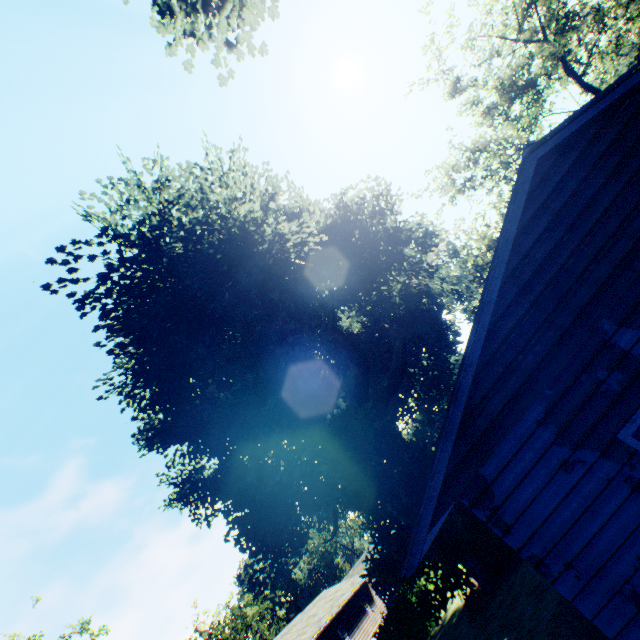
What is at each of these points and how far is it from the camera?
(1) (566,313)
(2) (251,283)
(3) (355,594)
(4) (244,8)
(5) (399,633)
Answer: (1) house, 4.88m
(2) plant, 12.18m
(3) house, 31.23m
(4) plant, 6.78m
(5) hedge, 16.52m

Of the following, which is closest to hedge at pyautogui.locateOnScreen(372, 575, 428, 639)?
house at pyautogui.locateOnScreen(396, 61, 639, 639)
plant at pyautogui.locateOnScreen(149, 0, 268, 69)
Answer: plant at pyautogui.locateOnScreen(149, 0, 268, 69)

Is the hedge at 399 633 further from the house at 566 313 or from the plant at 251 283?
the house at 566 313

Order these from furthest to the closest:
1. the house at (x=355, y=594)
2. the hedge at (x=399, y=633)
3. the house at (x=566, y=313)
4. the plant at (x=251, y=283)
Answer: the house at (x=355, y=594)
the hedge at (x=399, y=633)
the plant at (x=251, y=283)
the house at (x=566, y=313)

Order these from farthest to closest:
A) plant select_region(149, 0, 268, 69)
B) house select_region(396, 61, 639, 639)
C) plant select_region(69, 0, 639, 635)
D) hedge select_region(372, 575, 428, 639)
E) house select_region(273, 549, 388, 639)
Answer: house select_region(273, 549, 388, 639)
hedge select_region(372, 575, 428, 639)
plant select_region(69, 0, 639, 635)
plant select_region(149, 0, 268, 69)
house select_region(396, 61, 639, 639)

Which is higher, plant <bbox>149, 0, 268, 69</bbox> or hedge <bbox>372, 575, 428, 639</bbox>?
plant <bbox>149, 0, 268, 69</bbox>

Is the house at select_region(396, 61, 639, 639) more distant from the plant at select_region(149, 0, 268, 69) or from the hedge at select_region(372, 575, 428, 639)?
the hedge at select_region(372, 575, 428, 639)

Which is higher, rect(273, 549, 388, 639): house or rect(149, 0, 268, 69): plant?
rect(149, 0, 268, 69): plant
